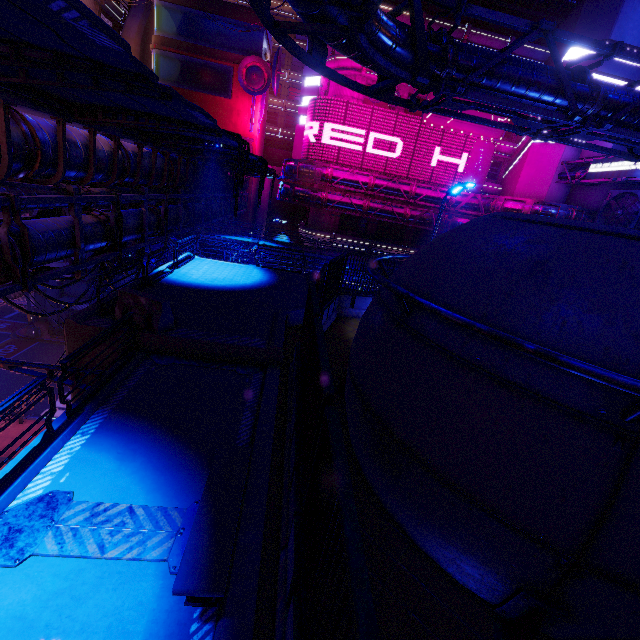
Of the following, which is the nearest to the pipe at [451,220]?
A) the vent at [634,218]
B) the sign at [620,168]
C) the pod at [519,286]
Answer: the sign at [620,168]

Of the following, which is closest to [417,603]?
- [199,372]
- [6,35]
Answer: [199,372]

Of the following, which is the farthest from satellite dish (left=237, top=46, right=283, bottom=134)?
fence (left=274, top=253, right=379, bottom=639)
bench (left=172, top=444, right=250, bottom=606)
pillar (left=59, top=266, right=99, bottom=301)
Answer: bench (left=172, top=444, right=250, bottom=606)

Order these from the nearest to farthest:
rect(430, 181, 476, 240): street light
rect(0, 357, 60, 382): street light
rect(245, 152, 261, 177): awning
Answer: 1. rect(0, 357, 60, 382): street light
2. rect(430, 181, 476, 240): street light
3. rect(245, 152, 261, 177): awning

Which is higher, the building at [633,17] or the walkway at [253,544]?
the building at [633,17]

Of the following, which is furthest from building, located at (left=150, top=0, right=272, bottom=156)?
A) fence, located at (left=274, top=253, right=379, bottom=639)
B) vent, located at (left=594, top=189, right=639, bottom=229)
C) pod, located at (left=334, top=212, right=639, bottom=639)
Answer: fence, located at (left=274, top=253, right=379, bottom=639)

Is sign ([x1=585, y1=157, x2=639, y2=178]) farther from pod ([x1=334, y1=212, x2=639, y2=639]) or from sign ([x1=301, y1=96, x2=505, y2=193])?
pod ([x1=334, y1=212, x2=639, y2=639])

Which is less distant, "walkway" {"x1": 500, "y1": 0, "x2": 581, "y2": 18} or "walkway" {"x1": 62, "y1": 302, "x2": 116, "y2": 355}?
"walkway" {"x1": 62, "y1": 302, "x2": 116, "y2": 355}
